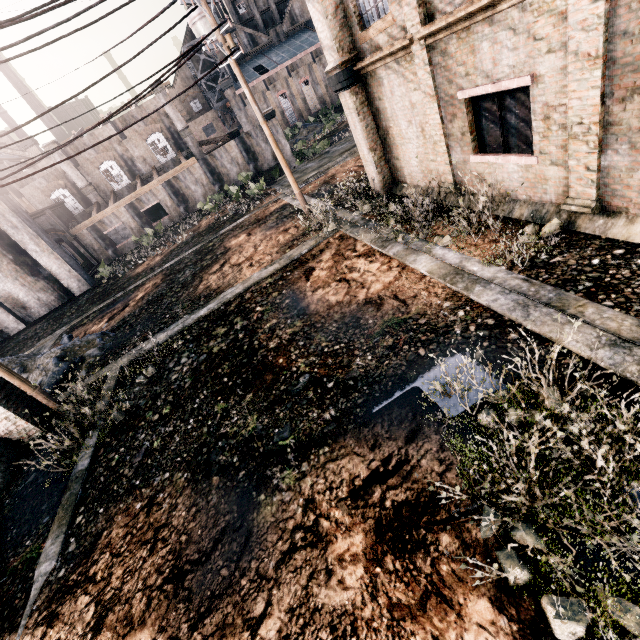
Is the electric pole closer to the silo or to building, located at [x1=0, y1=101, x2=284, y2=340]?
building, located at [x1=0, y1=101, x2=284, y2=340]

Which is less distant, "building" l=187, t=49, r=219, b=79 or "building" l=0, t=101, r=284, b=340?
"building" l=0, t=101, r=284, b=340

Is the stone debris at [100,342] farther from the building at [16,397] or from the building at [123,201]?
the building at [123,201]

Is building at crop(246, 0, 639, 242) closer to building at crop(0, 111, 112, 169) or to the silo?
building at crop(0, 111, 112, 169)

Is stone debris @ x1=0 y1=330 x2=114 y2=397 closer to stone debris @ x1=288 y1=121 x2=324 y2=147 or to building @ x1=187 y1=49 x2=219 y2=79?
building @ x1=187 y1=49 x2=219 y2=79

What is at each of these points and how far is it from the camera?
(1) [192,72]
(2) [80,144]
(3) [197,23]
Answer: (1) building, 59.7 meters
(2) building, 33.6 meters
(3) silo, 54.6 meters

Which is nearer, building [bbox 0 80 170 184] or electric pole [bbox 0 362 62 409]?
electric pole [bbox 0 362 62 409]

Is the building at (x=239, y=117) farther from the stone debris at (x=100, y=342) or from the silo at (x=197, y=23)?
the stone debris at (x=100, y=342)
